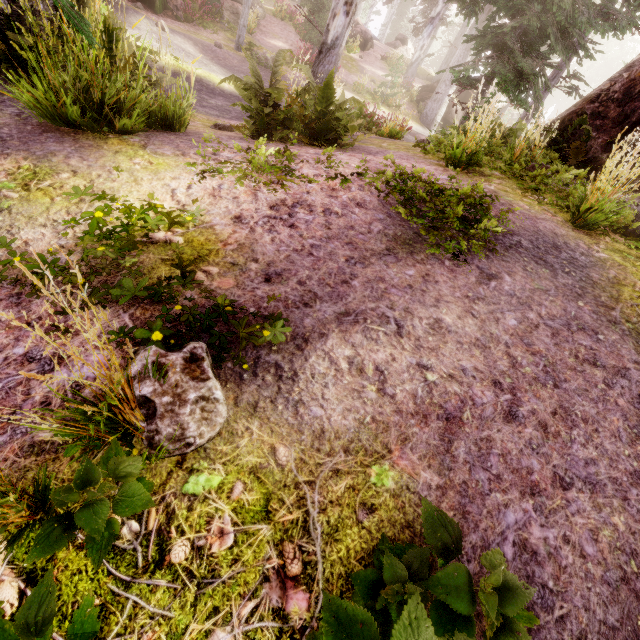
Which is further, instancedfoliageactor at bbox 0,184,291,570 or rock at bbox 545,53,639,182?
rock at bbox 545,53,639,182

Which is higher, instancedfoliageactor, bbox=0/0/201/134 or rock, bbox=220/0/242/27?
rock, bbox=220/0/242/27

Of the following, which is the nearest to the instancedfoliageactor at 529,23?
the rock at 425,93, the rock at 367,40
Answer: the rock at 425,93

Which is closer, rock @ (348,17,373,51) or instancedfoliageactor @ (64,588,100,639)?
instancedfoliageactor @ (64,588,100,639)

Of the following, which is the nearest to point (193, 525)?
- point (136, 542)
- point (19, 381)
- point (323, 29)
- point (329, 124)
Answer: point (136, 542)

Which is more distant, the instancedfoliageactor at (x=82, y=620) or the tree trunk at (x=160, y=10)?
the tree trunk at (x=160, y=10)

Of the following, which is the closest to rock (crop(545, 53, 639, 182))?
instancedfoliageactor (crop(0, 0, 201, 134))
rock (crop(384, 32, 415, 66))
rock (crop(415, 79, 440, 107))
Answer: instancedfoliageactor (crop(0, 0, 201, 134))

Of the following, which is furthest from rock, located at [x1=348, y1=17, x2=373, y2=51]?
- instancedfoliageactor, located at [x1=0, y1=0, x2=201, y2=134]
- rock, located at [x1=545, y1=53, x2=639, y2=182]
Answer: rock, located at [x1=545, y1=53, x2=639, y2=182]
